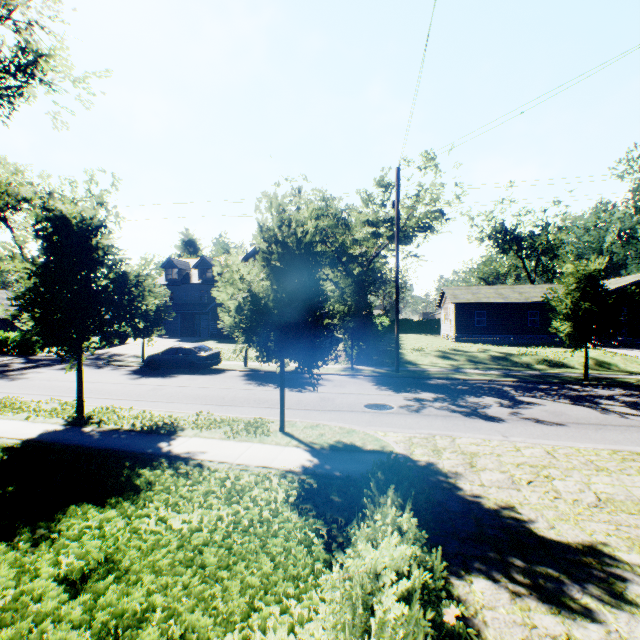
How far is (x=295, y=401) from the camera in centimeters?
1258cm

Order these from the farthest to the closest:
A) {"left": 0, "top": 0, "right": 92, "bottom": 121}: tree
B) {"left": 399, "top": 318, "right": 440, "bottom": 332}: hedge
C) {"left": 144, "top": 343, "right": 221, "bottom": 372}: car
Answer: {"left": 399, "top": 318, "right": 440, "bottom": 332}: hedge
{"left": 144, "top": 343, "right": 221, "bottom": 372}: car
{"left": 0, "top": 0, "right": 92, "bottom": 121}: tree

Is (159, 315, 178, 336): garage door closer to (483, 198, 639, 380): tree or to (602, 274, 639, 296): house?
(483, 198, 639, 380): tree

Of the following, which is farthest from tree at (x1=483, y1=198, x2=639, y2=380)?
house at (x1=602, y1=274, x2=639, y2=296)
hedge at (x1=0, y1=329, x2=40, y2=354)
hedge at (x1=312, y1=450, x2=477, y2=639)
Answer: house at (x1=602, y1=274, x2=639, y2=296)

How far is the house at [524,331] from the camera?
32.8m

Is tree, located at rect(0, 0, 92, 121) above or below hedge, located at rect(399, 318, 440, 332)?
above

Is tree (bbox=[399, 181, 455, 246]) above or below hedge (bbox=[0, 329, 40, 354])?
above

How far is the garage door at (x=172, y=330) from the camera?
42.38m
